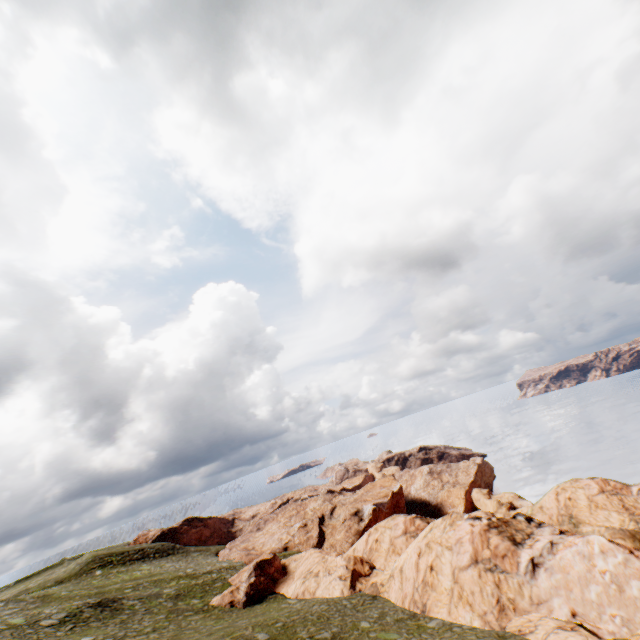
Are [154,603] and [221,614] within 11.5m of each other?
yes
